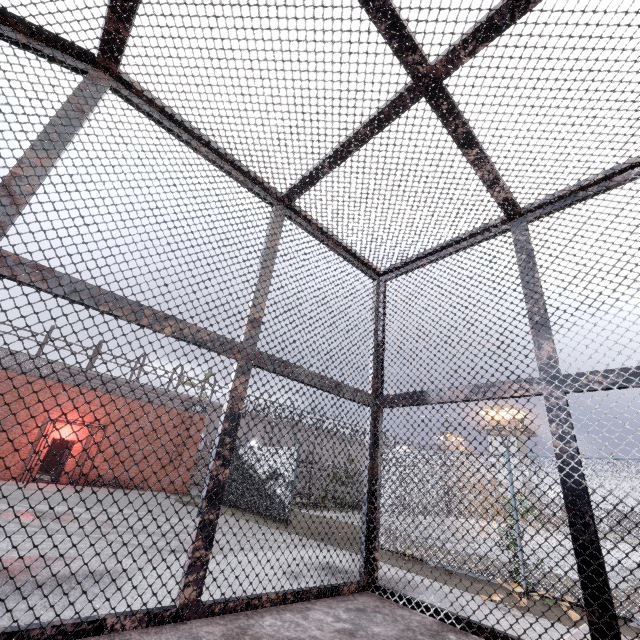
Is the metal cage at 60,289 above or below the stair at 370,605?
above

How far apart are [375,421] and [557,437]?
1.47m

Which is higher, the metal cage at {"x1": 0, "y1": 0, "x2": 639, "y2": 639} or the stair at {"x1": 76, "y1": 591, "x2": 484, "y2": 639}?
the metal cage at {"x1": 0, "y1": 0, "x2": 639, "y2": 639}
